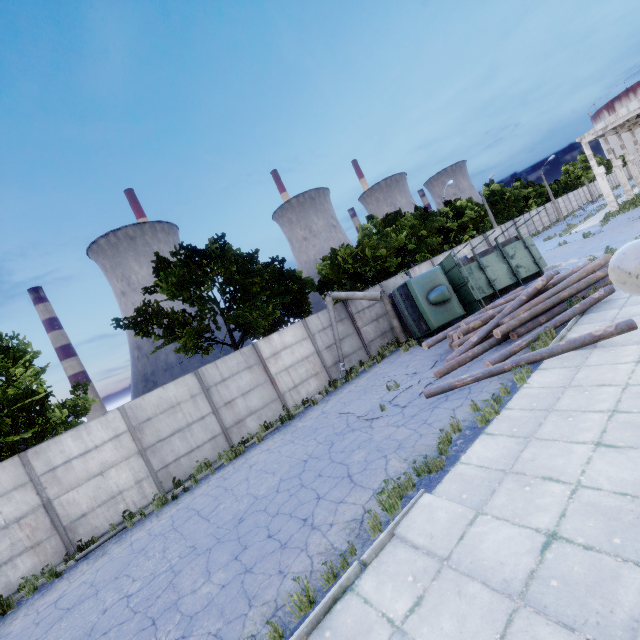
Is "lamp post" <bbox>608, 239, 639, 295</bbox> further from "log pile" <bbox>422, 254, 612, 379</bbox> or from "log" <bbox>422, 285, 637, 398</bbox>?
"log pile" <bbox>422, 254, 612, 379</bbox>

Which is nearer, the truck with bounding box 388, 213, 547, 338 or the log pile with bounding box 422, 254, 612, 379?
the log pile with bounding box 422, 254, 612, 379

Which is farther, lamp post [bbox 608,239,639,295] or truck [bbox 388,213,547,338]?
truck [bbox 388,213,547,338]

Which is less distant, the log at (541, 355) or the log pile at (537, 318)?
the log at (541, 355)

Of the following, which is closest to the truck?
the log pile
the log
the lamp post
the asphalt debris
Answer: the log pile

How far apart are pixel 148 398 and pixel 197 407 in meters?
1.9

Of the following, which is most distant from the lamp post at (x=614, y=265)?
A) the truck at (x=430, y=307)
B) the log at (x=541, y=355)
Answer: the truck at (x=430, y=307)

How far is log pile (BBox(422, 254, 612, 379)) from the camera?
11.1 meters
